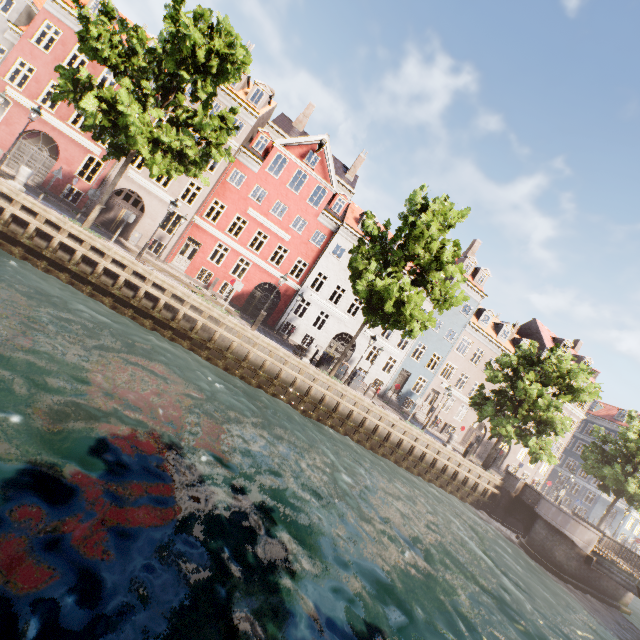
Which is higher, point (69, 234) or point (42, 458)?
point (69, 234)

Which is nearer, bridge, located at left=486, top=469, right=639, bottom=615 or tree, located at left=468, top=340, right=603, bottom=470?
bridge, located at left=486, top=469, right=639, bottom=615

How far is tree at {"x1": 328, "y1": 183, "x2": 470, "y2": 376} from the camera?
17.0 meters

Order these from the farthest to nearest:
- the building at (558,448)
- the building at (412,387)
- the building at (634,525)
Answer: the building at (634,525) < the building at (558,448) < the building at (412,387)

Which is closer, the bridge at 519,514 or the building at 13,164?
the bridge at 519,514

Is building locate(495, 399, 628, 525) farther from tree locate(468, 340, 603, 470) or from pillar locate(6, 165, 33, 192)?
pillar locate(6, 165, 33, 192)

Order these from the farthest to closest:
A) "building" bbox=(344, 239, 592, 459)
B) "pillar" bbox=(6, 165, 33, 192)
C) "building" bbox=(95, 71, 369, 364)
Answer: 1. "building" bbox=(344, 239, 592, 459)
2. "building" bbox=(95, 71, 369, 364)
3. "pillar" bbox=(6, 165, 33, 192)

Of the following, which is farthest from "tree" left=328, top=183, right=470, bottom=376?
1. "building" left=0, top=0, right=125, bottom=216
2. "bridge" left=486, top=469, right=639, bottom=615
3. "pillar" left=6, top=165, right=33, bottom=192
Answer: "building" left=0, top=0, right=125, bottom=216
